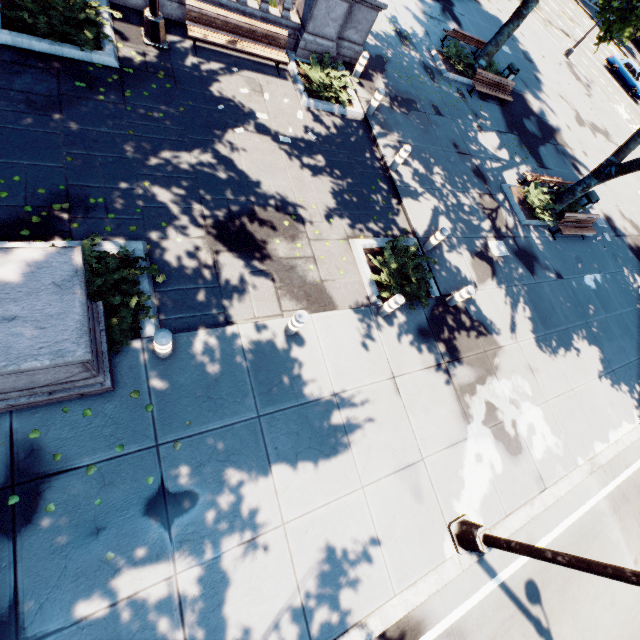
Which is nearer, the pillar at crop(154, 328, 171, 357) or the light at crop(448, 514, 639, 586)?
the light at crop(448, 514, 639, 586)

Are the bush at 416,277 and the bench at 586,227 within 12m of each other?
yes

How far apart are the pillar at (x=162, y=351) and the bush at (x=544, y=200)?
14.4 meters

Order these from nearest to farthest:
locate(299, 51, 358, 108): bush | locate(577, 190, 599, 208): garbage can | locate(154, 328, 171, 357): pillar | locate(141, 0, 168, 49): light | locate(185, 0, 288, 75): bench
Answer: locate(154, 328, 171, 357): pillar < locate(141, 0, 168, 49): light < locate(185, 0, 288, 75): bench < locate(299, 51, 358, 108): bush < locate(577, 190, 599, 208): garbage can

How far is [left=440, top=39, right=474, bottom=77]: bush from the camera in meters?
15.6

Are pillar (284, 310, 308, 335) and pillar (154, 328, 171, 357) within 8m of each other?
yes

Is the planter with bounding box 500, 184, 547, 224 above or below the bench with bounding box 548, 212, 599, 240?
below

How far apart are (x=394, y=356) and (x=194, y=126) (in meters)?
7.75
